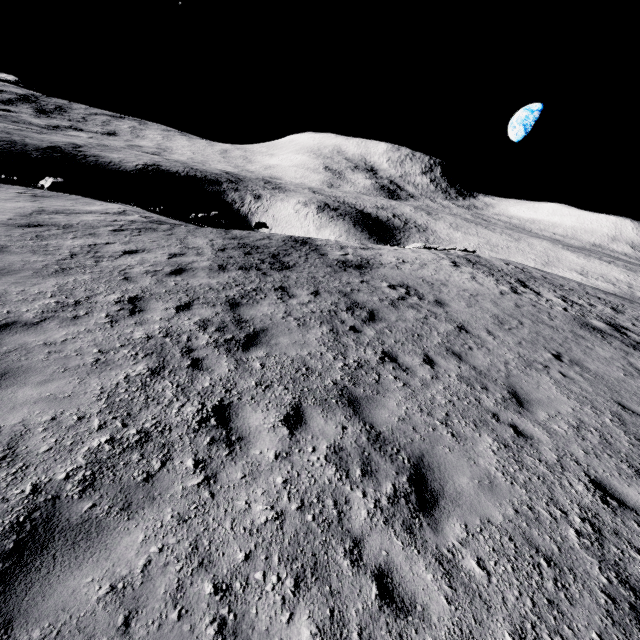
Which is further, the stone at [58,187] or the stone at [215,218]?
the stone at [215,218]

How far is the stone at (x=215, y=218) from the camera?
19.8 meters

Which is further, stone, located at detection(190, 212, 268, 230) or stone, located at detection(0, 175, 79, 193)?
stone, located at detection(190, 212, 268, 230)

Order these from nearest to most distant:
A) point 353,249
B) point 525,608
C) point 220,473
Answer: point 525,608 → point 220,473 → point 353,249

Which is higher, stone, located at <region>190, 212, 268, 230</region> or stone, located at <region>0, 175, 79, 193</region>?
stone, located at <region>0, 175, 79, 193</region>

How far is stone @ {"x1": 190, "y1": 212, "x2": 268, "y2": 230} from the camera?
19.8m
